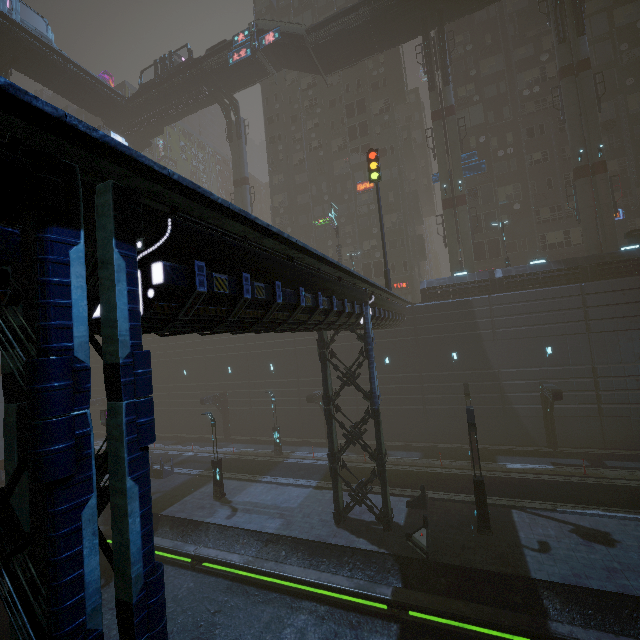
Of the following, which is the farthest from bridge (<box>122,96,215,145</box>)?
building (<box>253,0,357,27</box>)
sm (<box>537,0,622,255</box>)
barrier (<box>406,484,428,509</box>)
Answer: barrier (<box>406,484,428,509</box>)

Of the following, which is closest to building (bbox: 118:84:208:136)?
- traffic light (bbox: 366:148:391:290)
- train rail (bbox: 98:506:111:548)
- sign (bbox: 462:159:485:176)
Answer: traffic light (bbox: 366:148:391:290)

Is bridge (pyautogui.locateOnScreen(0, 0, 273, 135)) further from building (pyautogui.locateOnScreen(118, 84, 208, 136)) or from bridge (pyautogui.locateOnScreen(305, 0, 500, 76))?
bridge (pyautogui.locateOnScreen(305, 0, 500, 76))

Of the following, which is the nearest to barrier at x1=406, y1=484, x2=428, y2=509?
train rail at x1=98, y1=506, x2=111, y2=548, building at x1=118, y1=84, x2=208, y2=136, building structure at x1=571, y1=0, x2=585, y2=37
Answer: train rail at x1=98, y1=506, x2=111, y2=548

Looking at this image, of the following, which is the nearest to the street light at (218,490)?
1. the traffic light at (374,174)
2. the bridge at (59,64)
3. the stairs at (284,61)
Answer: the traffic light at (374,174)

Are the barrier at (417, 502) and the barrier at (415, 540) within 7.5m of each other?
yes

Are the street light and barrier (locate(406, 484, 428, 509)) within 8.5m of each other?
no

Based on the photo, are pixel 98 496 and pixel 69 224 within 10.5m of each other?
yes
